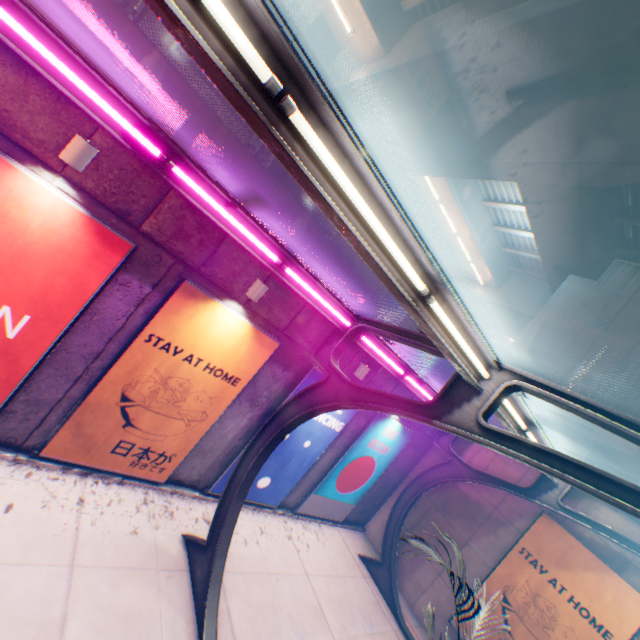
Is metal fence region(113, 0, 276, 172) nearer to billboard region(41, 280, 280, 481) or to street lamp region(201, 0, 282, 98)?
billboard region(41, 280, 280, 481)

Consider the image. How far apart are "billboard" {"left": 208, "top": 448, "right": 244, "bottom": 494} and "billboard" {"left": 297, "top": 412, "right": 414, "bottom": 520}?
0.83m

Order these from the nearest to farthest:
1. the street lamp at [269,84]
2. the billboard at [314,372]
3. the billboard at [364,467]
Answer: the street lamp at [269,84], the billboard at [314,372], the billboard at [364,467]

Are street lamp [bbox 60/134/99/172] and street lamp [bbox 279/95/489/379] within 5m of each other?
yes

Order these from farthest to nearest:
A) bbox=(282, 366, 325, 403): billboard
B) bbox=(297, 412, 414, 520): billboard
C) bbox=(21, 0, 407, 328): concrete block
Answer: bbox=(297, 412, 414, 520): billboard < bbox=(282, 366, 325, 403): billboard < bbox=(21, 0, 407, 328): concrete block

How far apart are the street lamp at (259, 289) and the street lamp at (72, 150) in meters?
3.2

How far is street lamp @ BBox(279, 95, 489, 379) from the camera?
2.2m

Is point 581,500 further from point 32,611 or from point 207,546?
point 32,611
